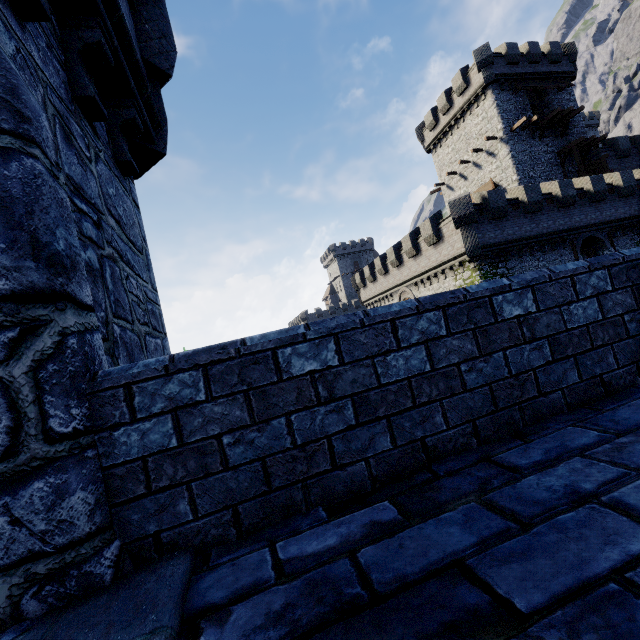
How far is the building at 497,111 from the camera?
29.0m

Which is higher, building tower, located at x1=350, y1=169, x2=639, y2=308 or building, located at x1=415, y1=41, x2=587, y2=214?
building, located at x1=415, y1=41, x2=587, y2=214

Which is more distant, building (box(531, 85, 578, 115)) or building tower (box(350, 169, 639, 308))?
building (box(531, 85, 578, 115))

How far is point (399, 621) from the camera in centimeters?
100cm

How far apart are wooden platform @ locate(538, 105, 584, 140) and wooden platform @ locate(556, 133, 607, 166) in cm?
129

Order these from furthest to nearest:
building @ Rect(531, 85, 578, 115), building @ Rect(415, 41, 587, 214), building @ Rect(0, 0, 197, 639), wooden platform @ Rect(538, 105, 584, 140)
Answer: building @ Rect(531, 85, 578, 115) → building @ Rect(415, 41, 587, 214) → wooden platform @ Rect(538, 105, 584, 140) → building @ Rect(0, 0, 197, 639)

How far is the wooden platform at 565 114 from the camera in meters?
27.9 m

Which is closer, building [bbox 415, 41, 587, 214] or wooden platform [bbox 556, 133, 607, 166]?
wooden platform [bbox 556, 133, 607, 166]
